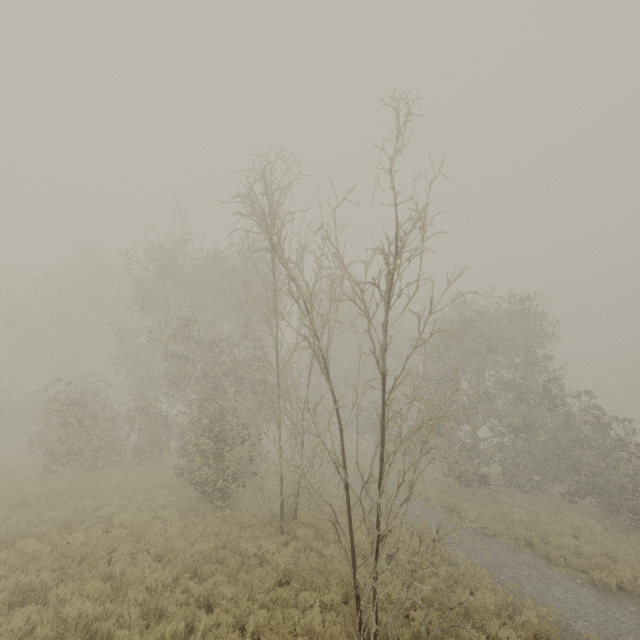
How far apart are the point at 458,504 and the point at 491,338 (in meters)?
9.11
